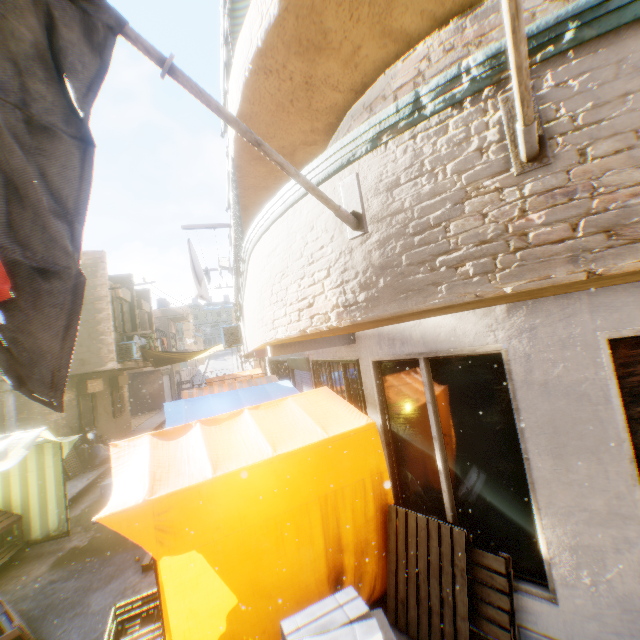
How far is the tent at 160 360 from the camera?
16.98m

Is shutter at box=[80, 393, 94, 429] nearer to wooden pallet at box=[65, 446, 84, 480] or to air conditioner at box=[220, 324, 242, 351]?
air conditioner at box=[220, 324, 242, 351]

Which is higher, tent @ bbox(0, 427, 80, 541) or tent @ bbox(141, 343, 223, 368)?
tent @ bbox(141, 343, 223, 368)

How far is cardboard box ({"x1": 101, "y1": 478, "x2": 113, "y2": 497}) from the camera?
9.6 meters

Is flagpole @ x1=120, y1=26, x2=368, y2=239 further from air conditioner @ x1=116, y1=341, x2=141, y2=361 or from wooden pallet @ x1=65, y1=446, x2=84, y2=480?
wooden pallet @ x1=65, y1=446, x2=84, y2=480

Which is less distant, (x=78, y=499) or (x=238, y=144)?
(x=238, y=144)

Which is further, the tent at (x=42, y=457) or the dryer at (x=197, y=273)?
the dryer at (x=197, y=273)

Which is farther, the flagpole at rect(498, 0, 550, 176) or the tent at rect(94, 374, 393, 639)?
the tent at rect(94, 374, 393, 639)
